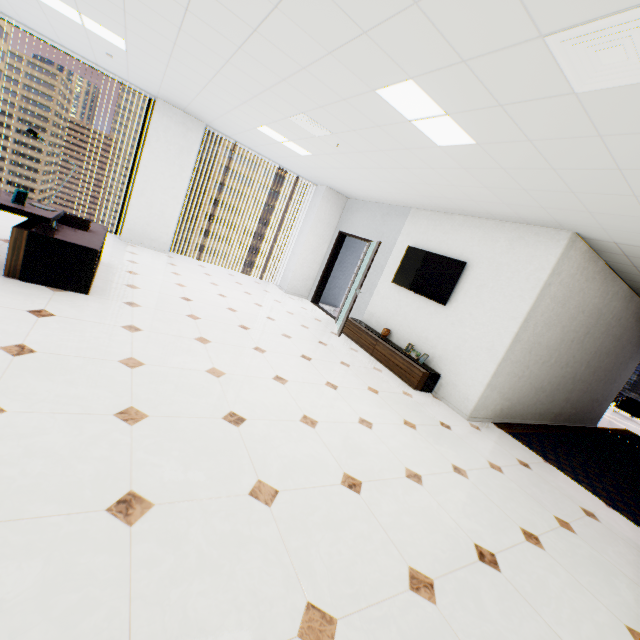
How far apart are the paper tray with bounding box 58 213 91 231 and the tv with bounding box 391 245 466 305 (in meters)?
5.14

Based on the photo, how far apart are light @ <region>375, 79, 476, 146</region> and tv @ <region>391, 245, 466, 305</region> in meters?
2.5 m

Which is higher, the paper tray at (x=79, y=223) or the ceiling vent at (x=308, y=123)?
the ceiling vent at (x=308, y=123)

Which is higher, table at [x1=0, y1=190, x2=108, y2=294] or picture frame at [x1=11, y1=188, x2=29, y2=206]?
picture frame at [x1=11, y1=188, x2=29, y2=206]

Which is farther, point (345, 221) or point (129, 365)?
point (345, 221)

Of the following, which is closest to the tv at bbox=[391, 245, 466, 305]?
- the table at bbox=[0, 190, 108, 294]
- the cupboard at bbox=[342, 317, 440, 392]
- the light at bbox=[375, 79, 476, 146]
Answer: the cupboard at bbox=[342, 317, 440, 392]

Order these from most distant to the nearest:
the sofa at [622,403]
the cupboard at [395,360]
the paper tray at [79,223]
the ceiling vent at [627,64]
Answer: the sofa at [622,403]
the cupboard at [395,360]
the paper tray at [79,223]
the ceiling vent at [627,64]

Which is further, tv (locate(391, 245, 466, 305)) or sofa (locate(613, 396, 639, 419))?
sofa (locate(613, 396, 639, 419))
